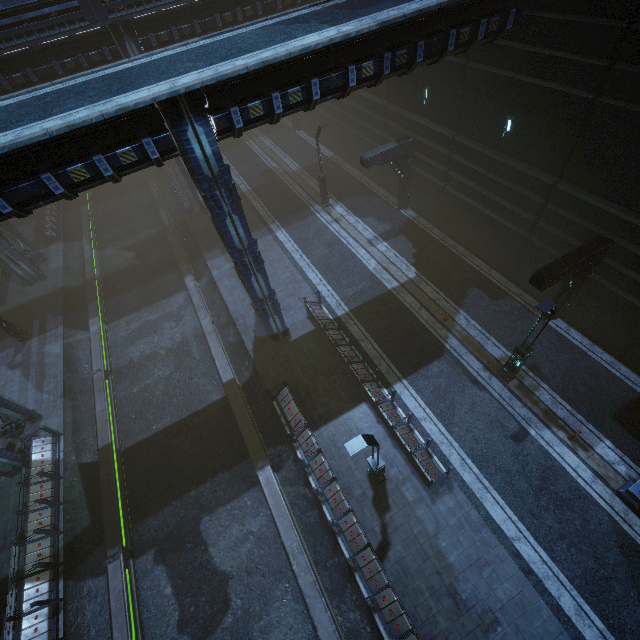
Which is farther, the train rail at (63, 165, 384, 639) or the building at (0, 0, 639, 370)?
the train rail at (63, 165, 384, 639)

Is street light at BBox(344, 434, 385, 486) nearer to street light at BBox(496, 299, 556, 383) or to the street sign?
street light at BBox(496, 299, 556, 383)

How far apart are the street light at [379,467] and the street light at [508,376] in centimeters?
667cm

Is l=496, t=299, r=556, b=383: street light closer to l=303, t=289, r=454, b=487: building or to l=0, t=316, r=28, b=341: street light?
l=303, t=289, r=454, b=487: building

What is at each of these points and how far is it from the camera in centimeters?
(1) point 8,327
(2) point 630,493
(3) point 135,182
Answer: (1) street light, 1959cm
(2) street sign, 1130cm
(3) train rail, 3422cm

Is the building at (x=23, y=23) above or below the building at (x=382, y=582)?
above

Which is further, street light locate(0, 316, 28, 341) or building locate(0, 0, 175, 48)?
street light locate(0, 316, 28, 341)

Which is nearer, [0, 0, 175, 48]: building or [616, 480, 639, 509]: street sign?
[616, 480, 639, 509]: street sign
